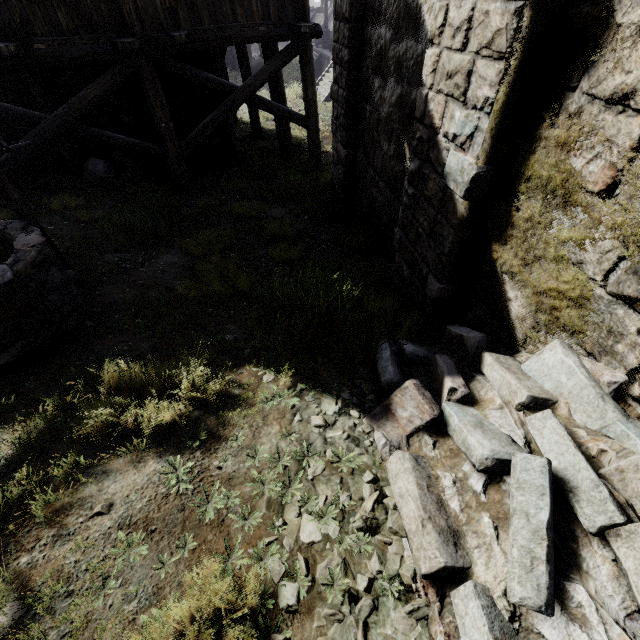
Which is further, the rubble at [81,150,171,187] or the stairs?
the stairs

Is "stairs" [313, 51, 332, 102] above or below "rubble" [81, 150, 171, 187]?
below

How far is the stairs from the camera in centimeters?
1948cm

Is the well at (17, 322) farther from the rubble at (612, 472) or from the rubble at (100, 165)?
the rubble at (100, 165)

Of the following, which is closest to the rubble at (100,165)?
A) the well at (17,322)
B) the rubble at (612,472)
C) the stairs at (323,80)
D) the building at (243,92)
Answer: the building at (243,92)

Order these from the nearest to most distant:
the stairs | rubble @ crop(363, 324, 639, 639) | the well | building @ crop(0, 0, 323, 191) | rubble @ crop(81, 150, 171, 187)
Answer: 1. rubble @ crop(363, 324, 639, 639)
2. the well
3. building @ crop(0, 0, 323, 191)
4. rubble @ crop(81, 150, 171, 187)
5. the stairs

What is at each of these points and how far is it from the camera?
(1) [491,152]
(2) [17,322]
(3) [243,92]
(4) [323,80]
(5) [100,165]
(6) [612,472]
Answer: (1) building, 2.7m
(2) well, 3.1m
(3) building, 8.9m
(4) stairs, 21.6m
(5) rubble, 9.0m
(6) rubble, 1.8m

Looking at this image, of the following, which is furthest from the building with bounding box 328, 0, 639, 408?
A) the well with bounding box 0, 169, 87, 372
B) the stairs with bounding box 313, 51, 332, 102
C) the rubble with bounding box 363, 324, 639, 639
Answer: the stairs with bounding box 313, 51, 332, 102
